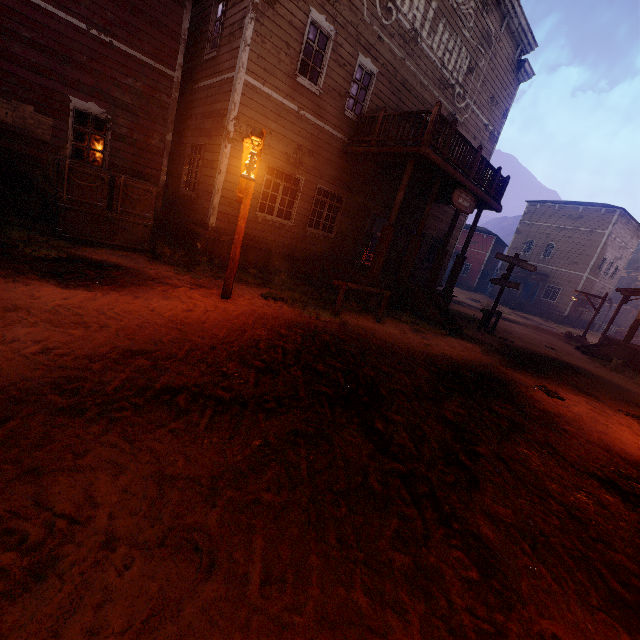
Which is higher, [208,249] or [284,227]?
[284,227]

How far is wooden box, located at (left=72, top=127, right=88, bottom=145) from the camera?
9.5m

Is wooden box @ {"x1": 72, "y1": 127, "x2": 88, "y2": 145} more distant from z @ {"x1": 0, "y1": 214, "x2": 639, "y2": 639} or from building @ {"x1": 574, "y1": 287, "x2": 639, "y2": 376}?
z @ {"x1": 0, "y1": 214, "x2": 639, "y2": 639}

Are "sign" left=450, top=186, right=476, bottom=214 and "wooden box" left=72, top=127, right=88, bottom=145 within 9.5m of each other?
no

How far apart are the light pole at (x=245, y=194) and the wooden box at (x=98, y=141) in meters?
6.1

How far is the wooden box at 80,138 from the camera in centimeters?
952cm

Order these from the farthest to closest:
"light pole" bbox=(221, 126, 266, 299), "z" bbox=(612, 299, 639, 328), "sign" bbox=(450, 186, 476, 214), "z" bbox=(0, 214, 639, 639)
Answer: "z" bbox=(612, 299, 639, 328), "sign" bbox=(450, 186, 476, 214), "light pole" bbox=(221, 126, 266, 299), "z" bbox=(0, 214, 639, 639)

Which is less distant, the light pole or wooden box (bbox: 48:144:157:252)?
the light pole
